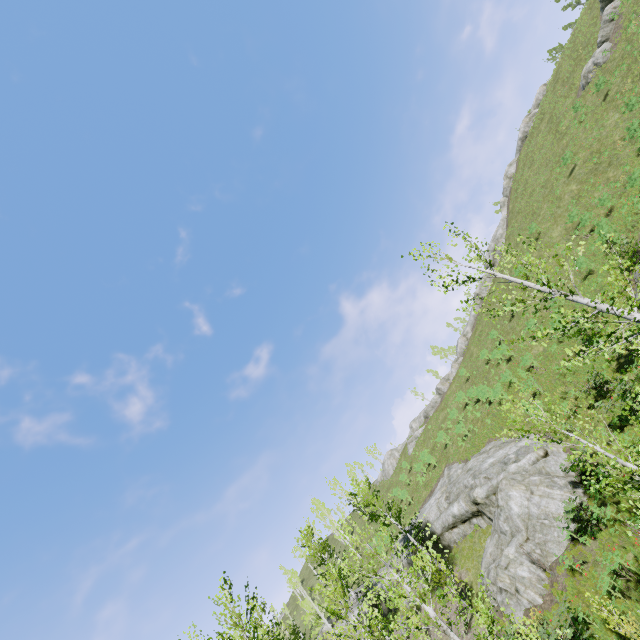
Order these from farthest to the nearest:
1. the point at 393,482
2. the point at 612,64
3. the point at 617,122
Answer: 1. the point at 393,482
2. the point at 612,64
3. the point at 617,122

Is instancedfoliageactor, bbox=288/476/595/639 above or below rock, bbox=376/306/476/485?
below

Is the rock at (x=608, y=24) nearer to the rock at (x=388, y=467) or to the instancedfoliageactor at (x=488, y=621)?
the rock at (x=388, y=467)

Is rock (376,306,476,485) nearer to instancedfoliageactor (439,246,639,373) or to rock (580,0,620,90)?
rock (580,0,620,90)

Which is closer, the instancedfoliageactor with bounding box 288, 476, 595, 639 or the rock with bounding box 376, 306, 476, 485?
the instancedfoliageactor with bounding box 288, 476, 595, 639

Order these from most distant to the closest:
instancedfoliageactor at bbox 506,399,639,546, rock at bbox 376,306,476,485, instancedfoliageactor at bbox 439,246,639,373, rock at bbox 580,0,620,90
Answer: rock at bbox 376,306,476,485, rock at bbox 580,0,620,90, instancedfoliageactor at bbox 439,246,639,373, instancedfoliageactor at bbox 506,399,639,546

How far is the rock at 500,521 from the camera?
15.9 meters

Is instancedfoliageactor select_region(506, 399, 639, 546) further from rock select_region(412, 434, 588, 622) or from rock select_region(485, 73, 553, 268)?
rock select_region(485, 73, 553, 268)
